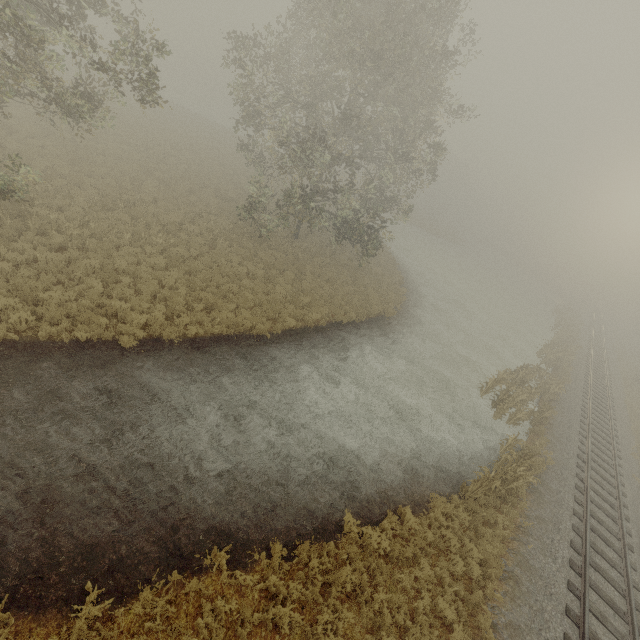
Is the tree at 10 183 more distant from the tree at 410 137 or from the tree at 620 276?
the tree at 620 276

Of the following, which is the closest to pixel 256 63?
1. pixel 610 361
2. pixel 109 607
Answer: pixel 109 607

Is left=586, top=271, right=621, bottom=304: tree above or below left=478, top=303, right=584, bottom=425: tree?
above

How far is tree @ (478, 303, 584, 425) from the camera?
18.1m

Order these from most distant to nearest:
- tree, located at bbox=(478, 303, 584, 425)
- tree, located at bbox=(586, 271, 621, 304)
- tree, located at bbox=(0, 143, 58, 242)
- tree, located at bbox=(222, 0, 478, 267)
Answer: tree, located at bbox=(586, 271, 621, 304)
tree, located at bbox=(478, 303, 584, 425)
tree, located at bbox=(222, 0, 478, 267)
tree, located at bbox=(0, 143, 58, 242)

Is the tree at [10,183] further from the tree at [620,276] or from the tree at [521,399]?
the tree at [620,276]

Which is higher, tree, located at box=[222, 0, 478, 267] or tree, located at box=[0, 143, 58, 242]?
tree, located at box=[222, 0, 478, 267]

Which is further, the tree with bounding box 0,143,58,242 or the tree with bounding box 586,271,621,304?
the tree with bounding box 586,271,621,304
